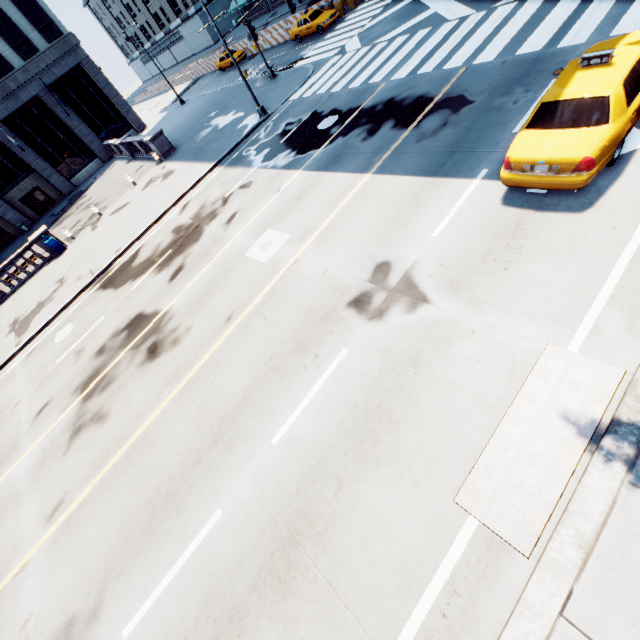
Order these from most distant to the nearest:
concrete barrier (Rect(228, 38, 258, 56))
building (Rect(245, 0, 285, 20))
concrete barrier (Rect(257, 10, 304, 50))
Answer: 1. building (Rect(245, 0, 285, 20))
2. concrete barrier (Rect(228, 38, 258, 56))
3. concrete barrier (Rect(257, 10, 304, 50))

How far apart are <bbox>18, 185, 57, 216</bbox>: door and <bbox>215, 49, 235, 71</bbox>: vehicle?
24.5 meters

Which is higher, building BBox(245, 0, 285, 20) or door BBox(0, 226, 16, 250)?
building BBox(245, 0, 285, 20)

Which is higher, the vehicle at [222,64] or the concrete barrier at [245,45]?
the vehicle at [222,64]

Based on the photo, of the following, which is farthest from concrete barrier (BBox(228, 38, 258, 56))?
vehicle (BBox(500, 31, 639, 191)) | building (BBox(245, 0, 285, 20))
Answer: vehicle (BBox(500, 31, 639, 191))

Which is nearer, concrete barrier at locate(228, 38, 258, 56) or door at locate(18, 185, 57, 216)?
door at locate(18, 185, 57, 216)

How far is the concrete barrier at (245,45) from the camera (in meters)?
36.22

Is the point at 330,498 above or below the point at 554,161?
below
